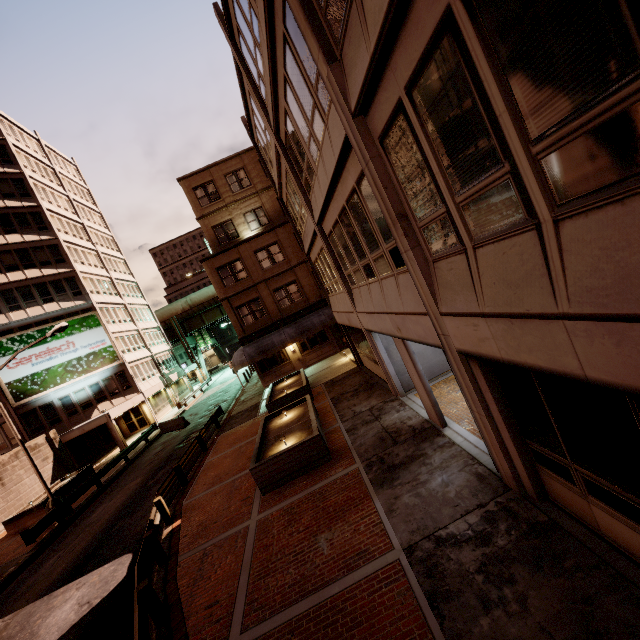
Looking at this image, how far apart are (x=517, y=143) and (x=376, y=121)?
2.9 meters

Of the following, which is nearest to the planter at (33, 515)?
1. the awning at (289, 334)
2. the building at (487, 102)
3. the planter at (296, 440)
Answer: the awning at (289, 334)

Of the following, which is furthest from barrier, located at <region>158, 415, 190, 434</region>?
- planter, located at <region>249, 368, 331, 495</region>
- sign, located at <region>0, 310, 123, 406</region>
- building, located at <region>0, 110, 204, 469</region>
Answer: planter, located at <region>249, 368, 331, 495</region>

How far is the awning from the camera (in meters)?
25.08

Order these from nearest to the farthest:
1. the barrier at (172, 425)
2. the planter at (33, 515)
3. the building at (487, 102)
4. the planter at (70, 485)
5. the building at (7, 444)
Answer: the building at (487, 102) → the planter at (33, 515) → the planter at (70, 485) → the barrier at (172, 425) → the building at (7, 444)

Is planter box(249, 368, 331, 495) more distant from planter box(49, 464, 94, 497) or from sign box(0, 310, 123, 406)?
sign box(0, 310, 123, 406)

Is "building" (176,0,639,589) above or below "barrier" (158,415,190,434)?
above

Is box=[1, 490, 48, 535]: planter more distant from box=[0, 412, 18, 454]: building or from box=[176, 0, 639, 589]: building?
box=[176, 0, 639, 589]: building
